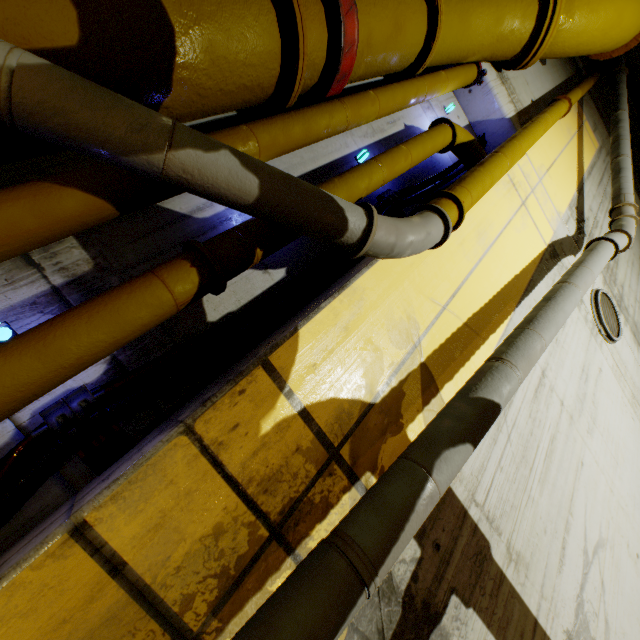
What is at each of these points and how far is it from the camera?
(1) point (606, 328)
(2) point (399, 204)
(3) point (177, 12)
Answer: (1) cable, 4.46m
(2) cable, 3.19m
(3) pipe, 1.57m

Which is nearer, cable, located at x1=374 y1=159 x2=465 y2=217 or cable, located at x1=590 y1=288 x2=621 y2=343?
cable, located at x1=374 y1=159 x2=465 y2=217

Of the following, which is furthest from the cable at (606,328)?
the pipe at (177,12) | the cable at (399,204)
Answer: the cable at (399,204)

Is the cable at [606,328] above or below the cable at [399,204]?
above

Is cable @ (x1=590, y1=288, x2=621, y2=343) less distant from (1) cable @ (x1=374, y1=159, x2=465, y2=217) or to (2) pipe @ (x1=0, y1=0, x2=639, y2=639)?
(2) pipe @ (x1=0, y1=0, x2=639, y2=639)

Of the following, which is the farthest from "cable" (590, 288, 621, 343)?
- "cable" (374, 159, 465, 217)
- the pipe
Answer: "cable" (374, 159, 465, 217)

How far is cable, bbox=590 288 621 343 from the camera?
4.5 meters
